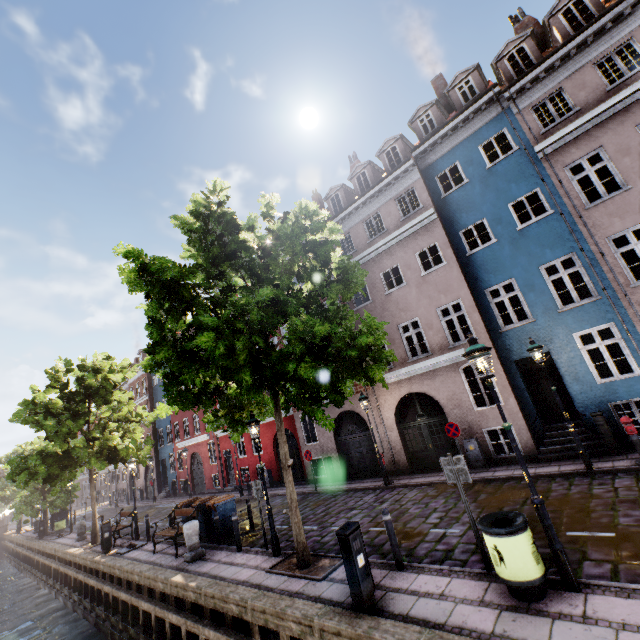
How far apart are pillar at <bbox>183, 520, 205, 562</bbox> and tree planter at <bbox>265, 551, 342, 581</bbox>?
3.7 meters

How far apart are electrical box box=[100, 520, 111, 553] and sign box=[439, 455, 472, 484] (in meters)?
16.30

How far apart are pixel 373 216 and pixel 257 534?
15.0m

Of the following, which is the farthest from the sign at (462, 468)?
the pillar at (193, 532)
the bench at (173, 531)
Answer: the bench at (173, 531)

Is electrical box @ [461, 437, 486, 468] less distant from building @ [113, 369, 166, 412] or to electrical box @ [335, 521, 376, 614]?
building @ [113, 369, 166, 412]

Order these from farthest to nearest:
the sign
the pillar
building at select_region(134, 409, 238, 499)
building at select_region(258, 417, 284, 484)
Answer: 1. building at select_region(134, 409, 238, 499)
2. building at select_region(258, 417, 284, 484)
3. the pillar
4. the sign

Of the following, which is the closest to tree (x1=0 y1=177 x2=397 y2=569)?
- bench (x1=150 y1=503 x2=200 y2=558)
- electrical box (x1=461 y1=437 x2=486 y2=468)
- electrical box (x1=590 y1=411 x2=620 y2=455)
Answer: bench (x1=150 y1=503 x2=200 y2=558)

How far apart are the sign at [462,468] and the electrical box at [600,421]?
7.2m
